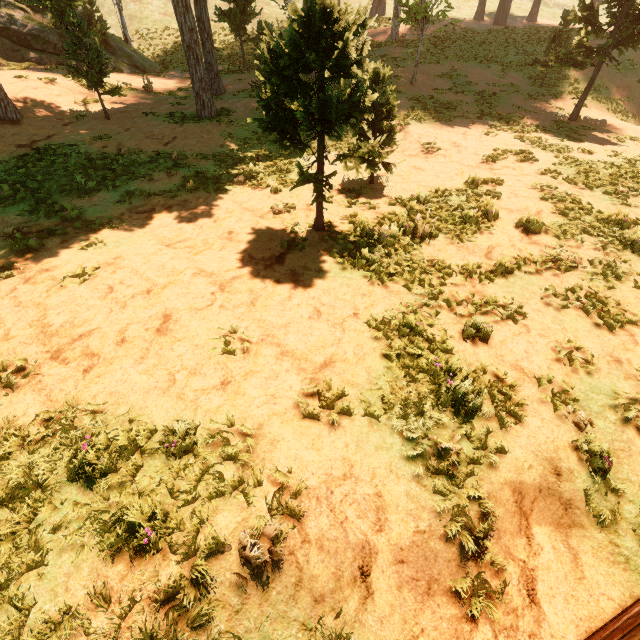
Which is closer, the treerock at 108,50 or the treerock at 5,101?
the treerock at 5,101

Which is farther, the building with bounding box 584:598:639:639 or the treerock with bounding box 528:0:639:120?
the treerock with bounding box 528:0:639:120

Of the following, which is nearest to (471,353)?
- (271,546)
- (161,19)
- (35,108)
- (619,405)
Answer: (619,405)

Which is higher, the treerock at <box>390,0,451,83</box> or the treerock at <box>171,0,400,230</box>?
the treerock at <box>390,0,451,83</box>

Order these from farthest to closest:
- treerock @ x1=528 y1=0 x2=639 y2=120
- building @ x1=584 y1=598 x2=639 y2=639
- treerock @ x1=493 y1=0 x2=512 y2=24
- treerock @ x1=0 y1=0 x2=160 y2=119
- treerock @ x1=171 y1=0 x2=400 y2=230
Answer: treerock @ x1=493 y1=0 x2=512 y2=24, treerock @ x1=528 y1=0 x2=639 y2=120, treerock @ x1=0 y1=0 x2=160 y2=119, treerock @ x1=171 y1=0 x2=400 y2=230, building @ x1=584 y1=598 x2=639 y2=639

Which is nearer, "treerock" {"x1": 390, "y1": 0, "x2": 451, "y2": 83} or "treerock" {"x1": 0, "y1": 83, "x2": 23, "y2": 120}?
"treerock" {"x1": 0, "y1": 83, "x2": 23, "y2": 120}
